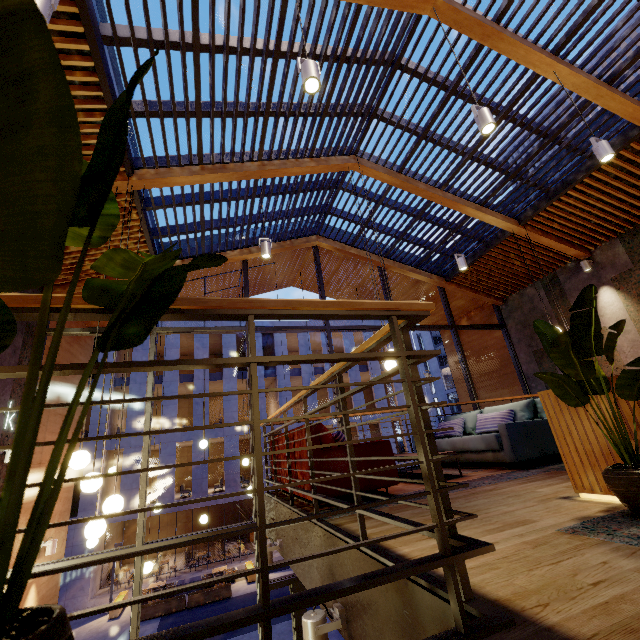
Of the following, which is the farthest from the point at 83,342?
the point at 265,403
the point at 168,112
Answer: the point at 265,403

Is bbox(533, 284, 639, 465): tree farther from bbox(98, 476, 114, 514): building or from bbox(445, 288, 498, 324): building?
bbox(98, 476, 114, 514): building

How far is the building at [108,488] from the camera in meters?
18.8 m

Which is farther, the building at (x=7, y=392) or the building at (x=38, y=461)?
the building at (x=38, y=461)

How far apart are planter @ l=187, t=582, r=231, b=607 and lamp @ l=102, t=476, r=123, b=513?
16.4 meters

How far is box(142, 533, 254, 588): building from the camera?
18.9 meters

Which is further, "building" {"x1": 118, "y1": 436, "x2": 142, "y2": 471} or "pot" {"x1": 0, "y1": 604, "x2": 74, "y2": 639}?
"building" {"x1": 118, "y1": 436, "x2": 142, "y2": 471}

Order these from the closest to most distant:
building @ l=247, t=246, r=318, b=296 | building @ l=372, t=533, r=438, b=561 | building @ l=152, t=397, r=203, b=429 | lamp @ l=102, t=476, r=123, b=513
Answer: building @ l=372, t=533, r=438, b=561 → lamp @ l=102, t=476, r=123, b=513 → building @ l=247, t=246, r=318, b=296 → building @ l=152, t=397, r=203, b=429
